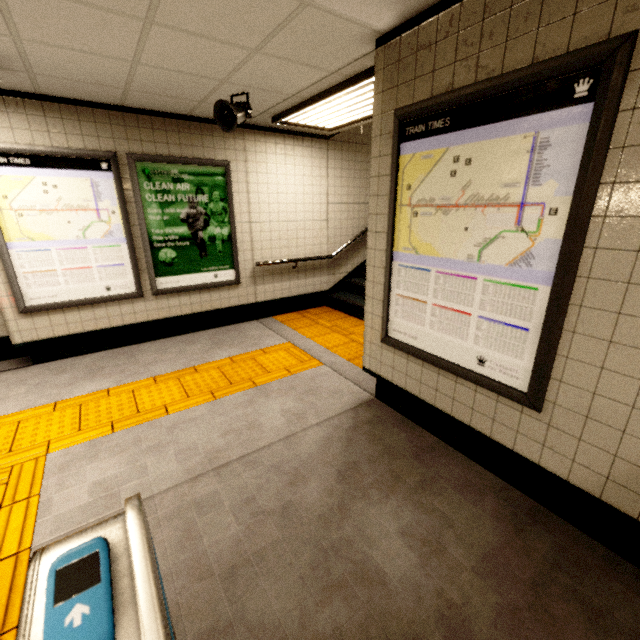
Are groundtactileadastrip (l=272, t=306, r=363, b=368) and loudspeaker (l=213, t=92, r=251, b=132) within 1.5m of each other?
no

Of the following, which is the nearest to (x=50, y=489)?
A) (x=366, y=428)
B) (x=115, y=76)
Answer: (x=366, y=428)

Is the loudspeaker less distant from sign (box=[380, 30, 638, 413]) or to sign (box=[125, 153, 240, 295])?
sign (box=[125, 153, 240, 295])

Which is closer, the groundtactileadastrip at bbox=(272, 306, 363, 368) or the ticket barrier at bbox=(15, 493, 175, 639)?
the ticket barrier at bbox=(15, 493, 175, 639)

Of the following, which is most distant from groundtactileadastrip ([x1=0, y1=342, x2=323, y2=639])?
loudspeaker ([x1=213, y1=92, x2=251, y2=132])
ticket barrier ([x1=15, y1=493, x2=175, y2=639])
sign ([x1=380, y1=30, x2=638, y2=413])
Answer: loudspeaker ([x1=213, y1=92, x2=251, y2=132])

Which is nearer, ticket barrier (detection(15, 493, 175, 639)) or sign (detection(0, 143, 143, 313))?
ticket barrier (detection(15, 493, 175, 639))

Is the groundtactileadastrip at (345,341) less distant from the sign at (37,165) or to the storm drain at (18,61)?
the sign at (37,165)

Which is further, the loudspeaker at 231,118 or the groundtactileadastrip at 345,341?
the groundtactileadastrip at 345,341
